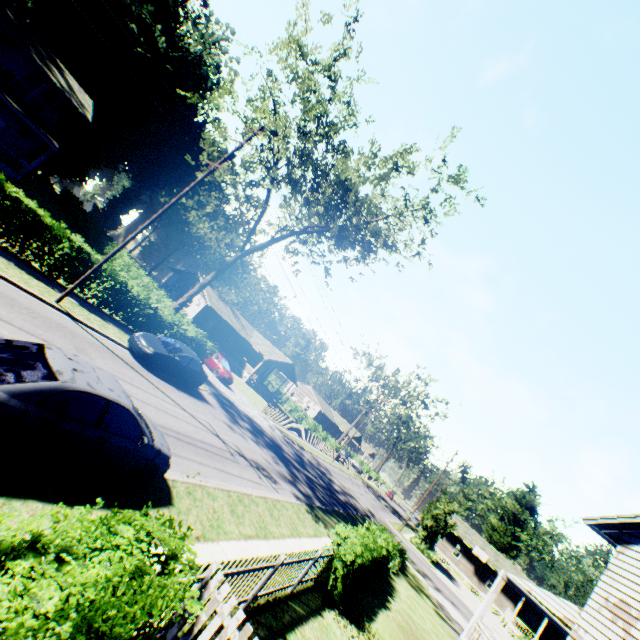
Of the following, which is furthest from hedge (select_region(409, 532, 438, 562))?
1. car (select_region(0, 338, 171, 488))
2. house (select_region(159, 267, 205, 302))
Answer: car (select_region(0, 338, 171, 488))

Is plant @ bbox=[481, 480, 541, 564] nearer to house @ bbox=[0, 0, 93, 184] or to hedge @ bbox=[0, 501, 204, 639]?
hedge @ bbox=[0, 501, 204, 639]

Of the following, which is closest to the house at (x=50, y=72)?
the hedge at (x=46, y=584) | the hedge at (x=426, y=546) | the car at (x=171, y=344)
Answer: the car at (x=171, y=344)

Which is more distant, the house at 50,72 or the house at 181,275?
the house at 181,275

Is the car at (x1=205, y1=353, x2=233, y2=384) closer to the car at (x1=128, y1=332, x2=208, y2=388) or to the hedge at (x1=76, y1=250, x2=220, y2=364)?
the hedge at (x1=76, y1=250, x2=220, y2=364)

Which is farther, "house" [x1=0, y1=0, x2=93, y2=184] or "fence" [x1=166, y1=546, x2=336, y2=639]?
"house" [x1=0, y1=0, x2=93, y2=184]

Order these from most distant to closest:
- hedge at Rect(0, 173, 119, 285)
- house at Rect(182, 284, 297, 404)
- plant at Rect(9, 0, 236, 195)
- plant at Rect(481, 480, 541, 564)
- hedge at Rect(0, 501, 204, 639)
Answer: plant at Rect(481, 480, 541, 564)
house at Rect(182, 284, 297, 404)
plant at Rect(9, 0, 236, 195)
hedge at Rect(0, 173, 119, 285)
hedge at Rect(0, 501, 204, 639)

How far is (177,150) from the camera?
49.6 meters
